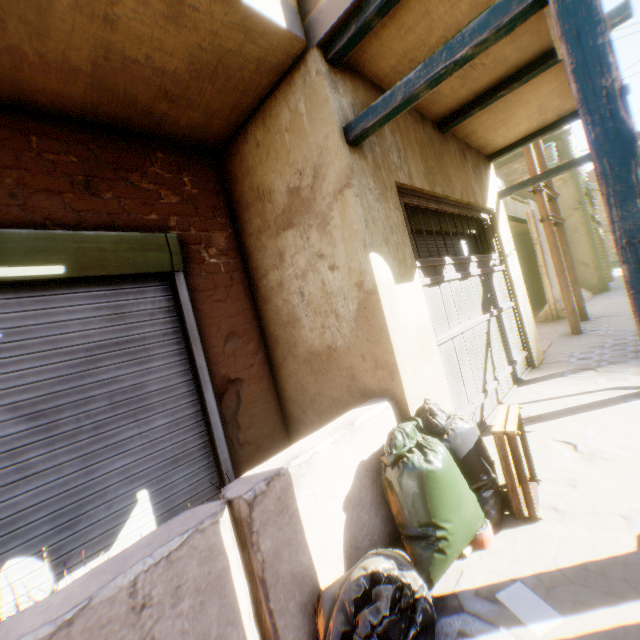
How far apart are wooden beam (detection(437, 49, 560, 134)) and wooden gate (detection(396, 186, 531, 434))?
0.60m

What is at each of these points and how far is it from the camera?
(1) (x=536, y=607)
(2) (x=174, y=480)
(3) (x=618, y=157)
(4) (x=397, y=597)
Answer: (1) paper, 1.61m
(2) rolling overhead door, 2.83m
(3) wooden beam, 1.59m
(4) trash bag, 1.37m

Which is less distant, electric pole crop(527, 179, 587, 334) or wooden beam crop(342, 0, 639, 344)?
wooden beam crop(342, 0, 639, 344)

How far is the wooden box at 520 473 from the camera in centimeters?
216cm

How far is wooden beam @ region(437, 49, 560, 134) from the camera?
3.5 meters

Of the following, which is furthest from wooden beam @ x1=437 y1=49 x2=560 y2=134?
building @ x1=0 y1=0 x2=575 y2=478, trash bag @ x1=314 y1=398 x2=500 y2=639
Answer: trash bag @ x1=314 y1=398 x2=500 y2=639

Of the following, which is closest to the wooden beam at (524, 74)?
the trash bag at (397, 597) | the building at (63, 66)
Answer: the building at (63, 66)

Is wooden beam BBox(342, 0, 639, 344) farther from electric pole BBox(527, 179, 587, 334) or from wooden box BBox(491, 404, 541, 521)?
electric pole BBox(527, 179, 587, 334)
